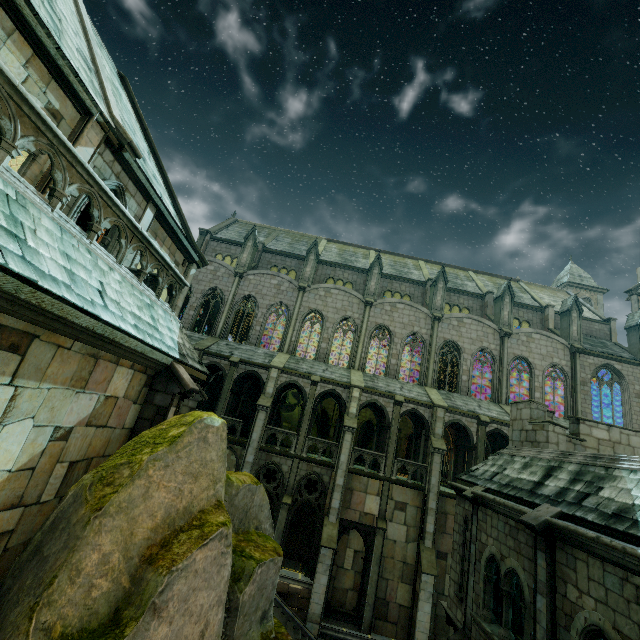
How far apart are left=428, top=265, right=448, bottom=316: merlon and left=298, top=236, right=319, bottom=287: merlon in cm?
1058

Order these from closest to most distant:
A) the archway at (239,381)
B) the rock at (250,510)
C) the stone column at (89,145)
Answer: the rock at (250,510), the stone column at (89,145), the archway at (239,381)

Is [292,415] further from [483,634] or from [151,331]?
[151,331]

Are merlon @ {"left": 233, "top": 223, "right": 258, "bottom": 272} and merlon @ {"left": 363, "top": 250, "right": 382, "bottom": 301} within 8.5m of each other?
no

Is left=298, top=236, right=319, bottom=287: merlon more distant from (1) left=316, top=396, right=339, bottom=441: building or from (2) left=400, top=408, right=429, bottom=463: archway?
(2) left=400, top=408, right=429, bottom=463: archway

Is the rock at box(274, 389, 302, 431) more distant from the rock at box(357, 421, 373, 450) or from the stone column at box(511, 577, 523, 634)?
the stone column at box(511, 577, 523, 634)

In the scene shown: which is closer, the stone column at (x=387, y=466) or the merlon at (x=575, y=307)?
the stone column at (x=387, y=466)

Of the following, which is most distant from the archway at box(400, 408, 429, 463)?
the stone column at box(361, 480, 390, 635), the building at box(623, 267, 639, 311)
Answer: the building at box(623, 267, 639, 311)
